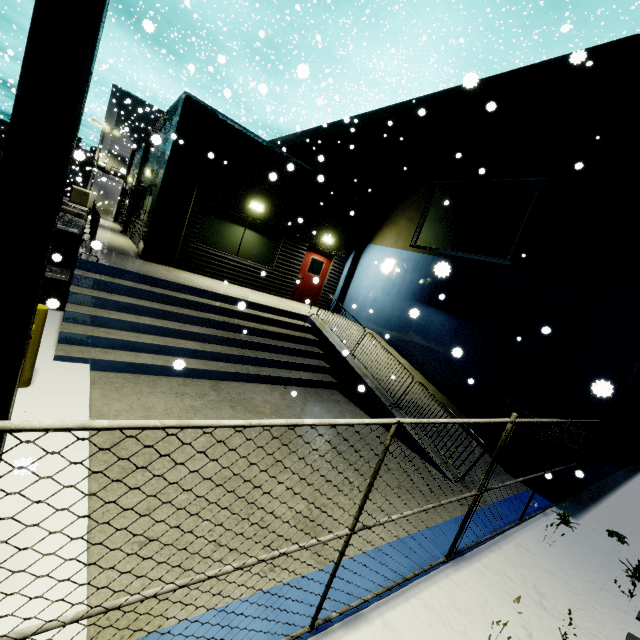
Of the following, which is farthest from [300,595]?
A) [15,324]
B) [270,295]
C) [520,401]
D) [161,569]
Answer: [270,295]

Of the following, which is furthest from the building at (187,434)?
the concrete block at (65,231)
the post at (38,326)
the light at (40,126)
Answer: the light at (40,126)

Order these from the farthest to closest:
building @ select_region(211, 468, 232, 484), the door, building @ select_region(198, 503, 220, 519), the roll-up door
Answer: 1. the door
2. the roll-up door
3. building @ select_region(211, 468, 232, 484)
4. building @ select_region(198, 503, 220, 519)

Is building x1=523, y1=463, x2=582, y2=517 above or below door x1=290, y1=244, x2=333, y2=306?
below

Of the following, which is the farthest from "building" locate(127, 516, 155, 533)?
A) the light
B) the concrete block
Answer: the light

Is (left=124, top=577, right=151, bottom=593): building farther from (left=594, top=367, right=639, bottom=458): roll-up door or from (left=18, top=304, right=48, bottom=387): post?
(left=18, top=304, right=48, bottom=387): post

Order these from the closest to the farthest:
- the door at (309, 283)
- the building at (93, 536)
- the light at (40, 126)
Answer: the light at (40, 126) < the building at (93, 536) < the door at (309, 283)

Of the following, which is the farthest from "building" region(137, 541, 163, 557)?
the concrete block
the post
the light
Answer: Result: the light
